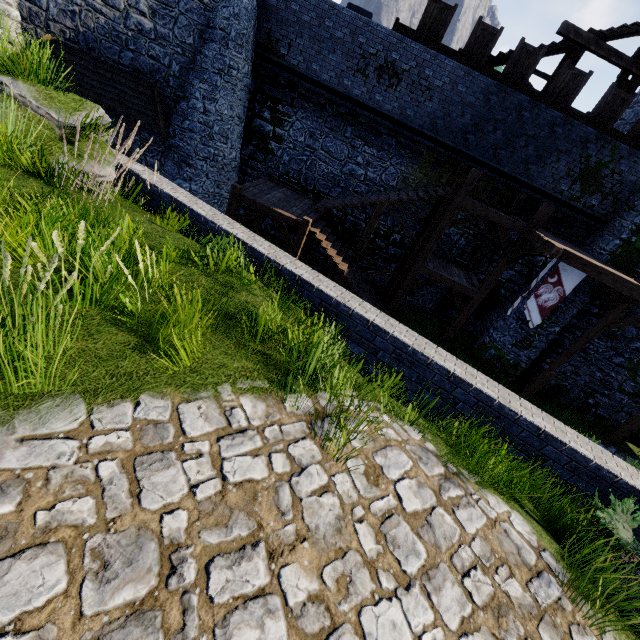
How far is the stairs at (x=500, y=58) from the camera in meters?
13.6 m

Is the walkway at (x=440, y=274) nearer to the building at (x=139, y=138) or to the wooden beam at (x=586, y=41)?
the wooden beam at (x=586, y=41)

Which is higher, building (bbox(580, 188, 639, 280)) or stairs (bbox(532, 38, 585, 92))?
stairs (bbox(532, 38, 585, 92))

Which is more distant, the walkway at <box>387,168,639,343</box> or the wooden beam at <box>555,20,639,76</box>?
the wooden beam at <box>555,20,639,76</box>

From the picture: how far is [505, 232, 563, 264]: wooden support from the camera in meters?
10.4 m

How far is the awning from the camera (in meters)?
12.84

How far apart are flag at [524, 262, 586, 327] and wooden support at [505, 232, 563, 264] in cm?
77

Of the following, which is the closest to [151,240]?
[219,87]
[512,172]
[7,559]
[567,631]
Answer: [7,559]
